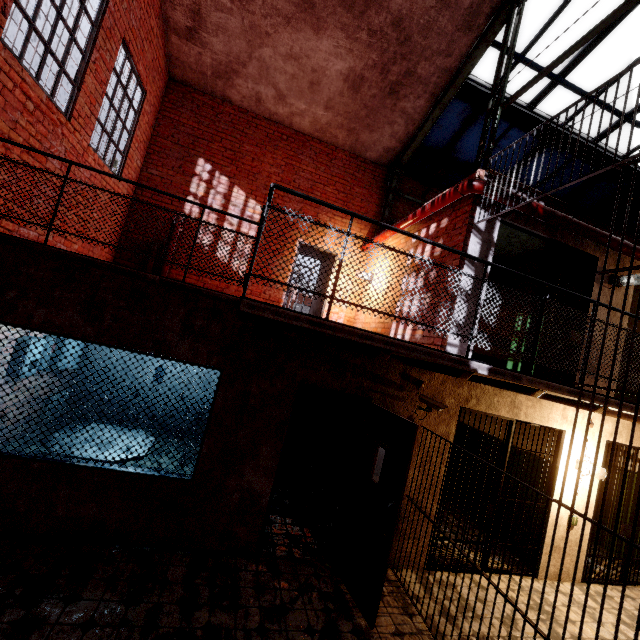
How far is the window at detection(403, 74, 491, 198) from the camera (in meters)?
7.10

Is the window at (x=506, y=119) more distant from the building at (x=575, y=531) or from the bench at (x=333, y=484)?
the bench at (x=333, y=484)

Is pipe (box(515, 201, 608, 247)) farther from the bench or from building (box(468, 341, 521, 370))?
the bench

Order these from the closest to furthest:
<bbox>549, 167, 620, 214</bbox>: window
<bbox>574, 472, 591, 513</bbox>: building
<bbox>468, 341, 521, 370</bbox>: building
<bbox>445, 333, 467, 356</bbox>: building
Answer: <bbox>445, 333, 467, 356</bbox>: building → <bbox>574, 472, 591, 513</bbox>: building → <bbox>468, 341, 521, 370</bbox>: building → <bbox>549, 167, 620, 214</bbox>: window

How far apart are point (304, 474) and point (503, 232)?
6.6 meters

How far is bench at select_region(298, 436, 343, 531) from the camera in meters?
5.2

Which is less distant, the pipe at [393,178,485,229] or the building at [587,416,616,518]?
the pipe at [393,178,485,229]

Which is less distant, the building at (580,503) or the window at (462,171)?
the building at (580,503)
